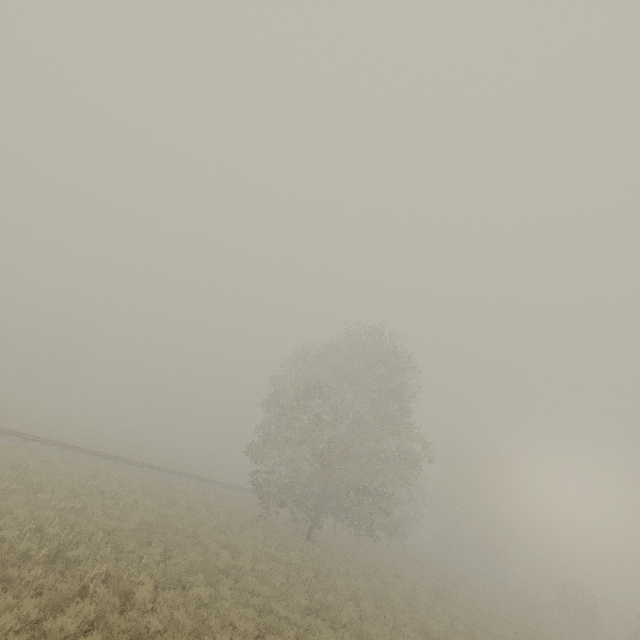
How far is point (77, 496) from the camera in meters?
14.2 m
